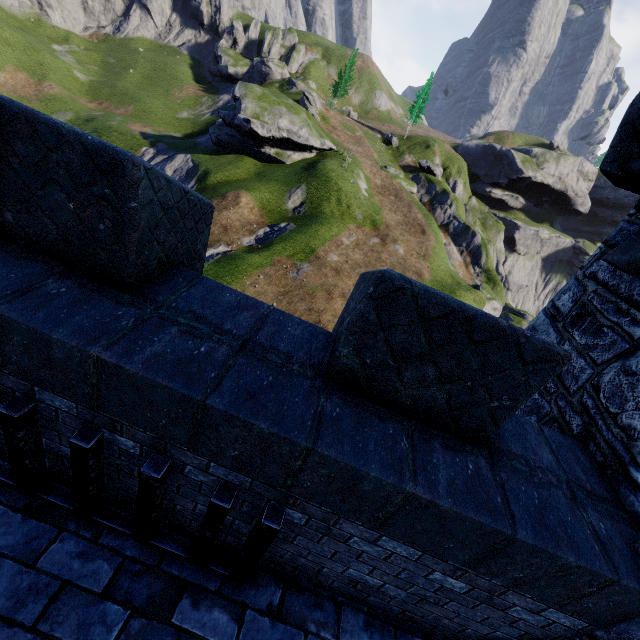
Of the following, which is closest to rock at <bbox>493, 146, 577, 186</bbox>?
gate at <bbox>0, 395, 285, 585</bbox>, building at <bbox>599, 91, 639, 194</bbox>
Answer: building at <bbox>599, 91, 639, 194</bbox>

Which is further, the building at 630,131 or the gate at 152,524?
the building at 630,131

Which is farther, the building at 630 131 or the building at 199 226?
the building at 630 131

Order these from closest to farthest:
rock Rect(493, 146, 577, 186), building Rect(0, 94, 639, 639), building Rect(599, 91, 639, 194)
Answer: building Rect(0, 94, 639, 639) < building Rect(599, 91, 639, 194) < rock Rect(493, 146, 577, 186)

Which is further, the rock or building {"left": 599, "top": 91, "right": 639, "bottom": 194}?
the rock

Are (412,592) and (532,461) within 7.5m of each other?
yes

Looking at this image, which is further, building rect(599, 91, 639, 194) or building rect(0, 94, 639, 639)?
building rect(599, 91, 639, 194)
